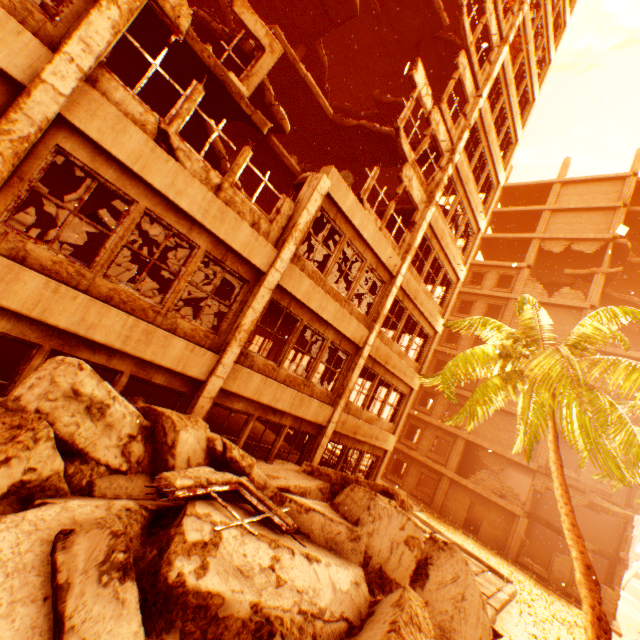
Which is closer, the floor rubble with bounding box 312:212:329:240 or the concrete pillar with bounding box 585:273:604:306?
the floor rubble with bounding box 312:212:329:240

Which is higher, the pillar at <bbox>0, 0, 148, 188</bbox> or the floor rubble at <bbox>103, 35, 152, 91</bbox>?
the floor rubble at <bbox>103, 35, 152, 91</bbox>

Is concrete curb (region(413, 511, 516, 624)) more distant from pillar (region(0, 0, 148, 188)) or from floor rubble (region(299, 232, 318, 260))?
pillar (region(0, 0, 148, 188))

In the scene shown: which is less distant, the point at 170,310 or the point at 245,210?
the point at 170,310

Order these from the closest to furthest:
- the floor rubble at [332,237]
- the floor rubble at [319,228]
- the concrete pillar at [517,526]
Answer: the floor rubble at [319,228] → the floor rubble at [332,237] → the concrete pillar at [517,526]

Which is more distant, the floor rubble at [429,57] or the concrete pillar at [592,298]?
the concrete pillar at [592,298]

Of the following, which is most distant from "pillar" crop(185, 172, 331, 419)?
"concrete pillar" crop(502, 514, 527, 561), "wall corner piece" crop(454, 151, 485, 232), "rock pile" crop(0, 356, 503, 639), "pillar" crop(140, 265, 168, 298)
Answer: "concrete pillar" crop(502, 514, 527, 561)

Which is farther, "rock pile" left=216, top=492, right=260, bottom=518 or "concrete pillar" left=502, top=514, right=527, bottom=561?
"concrete pillar" left=502, top=514, right=527, bottom=561
